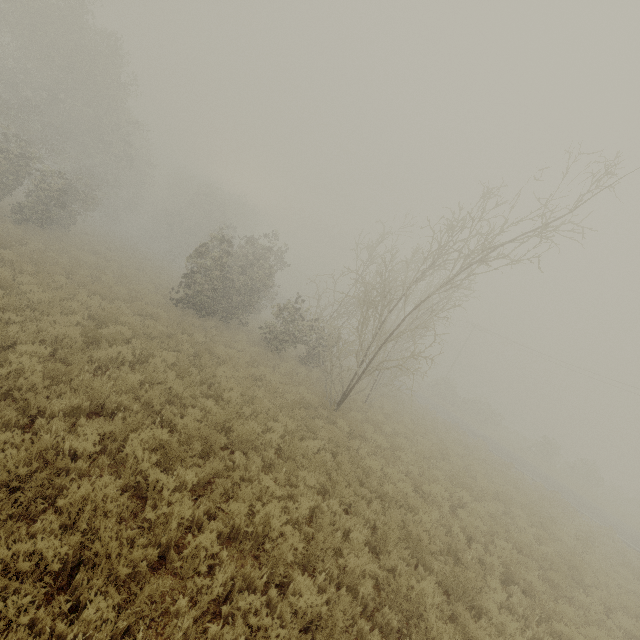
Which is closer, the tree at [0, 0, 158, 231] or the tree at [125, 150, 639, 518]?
the tree at [125, 150, 639, 518]

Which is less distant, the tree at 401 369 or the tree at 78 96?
the tree at 401 369

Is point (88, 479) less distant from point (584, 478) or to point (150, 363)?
point (150, 363)
